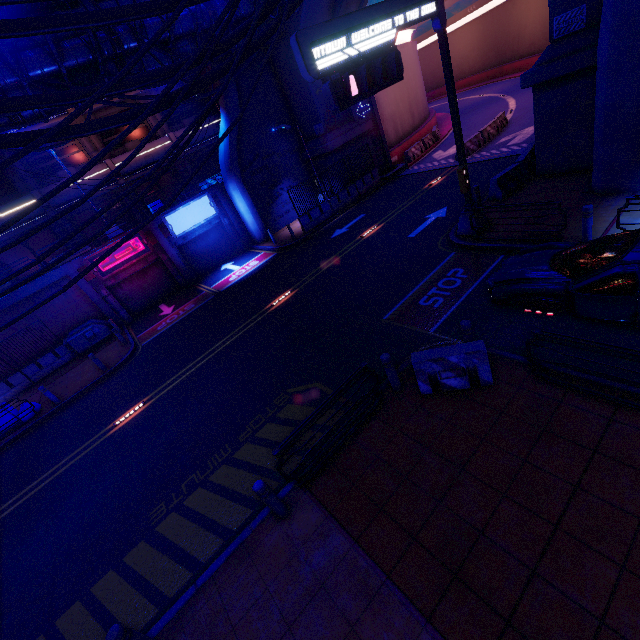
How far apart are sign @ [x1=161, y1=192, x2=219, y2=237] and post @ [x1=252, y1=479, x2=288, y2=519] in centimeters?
1985cm

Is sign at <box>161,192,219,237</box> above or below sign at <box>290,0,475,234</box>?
below

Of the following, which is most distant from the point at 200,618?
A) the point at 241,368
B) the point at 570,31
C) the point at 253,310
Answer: the point at 570,31

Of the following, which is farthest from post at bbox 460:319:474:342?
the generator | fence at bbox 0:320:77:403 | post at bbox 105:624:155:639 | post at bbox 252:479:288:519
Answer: fence at bbox 0:320:77:403

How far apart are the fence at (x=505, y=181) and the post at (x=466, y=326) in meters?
9.2

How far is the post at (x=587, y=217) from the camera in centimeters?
852cm

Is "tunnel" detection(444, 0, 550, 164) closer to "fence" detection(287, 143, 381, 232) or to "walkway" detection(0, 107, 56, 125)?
"fence" detection(287, 143, 381, 232)

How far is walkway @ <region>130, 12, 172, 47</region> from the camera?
13.7m
